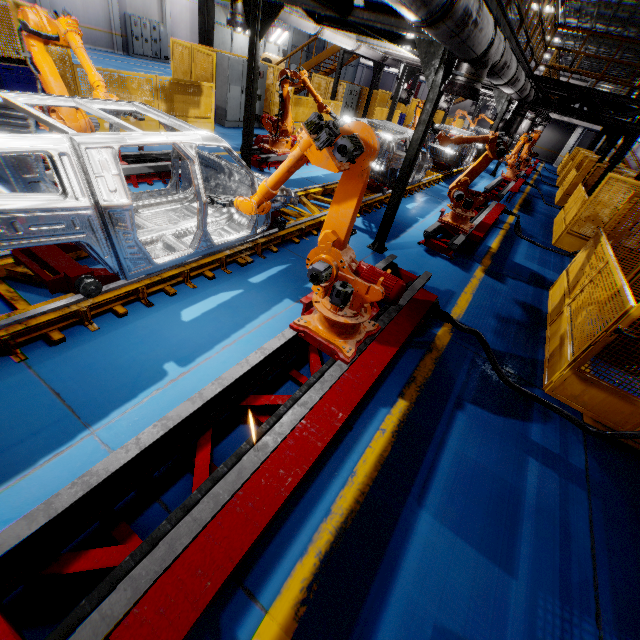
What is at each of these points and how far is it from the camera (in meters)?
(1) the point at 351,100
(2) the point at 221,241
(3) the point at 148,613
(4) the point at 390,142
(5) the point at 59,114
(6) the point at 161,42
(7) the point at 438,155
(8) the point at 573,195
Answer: (1) cabinet, 18.41
(2) chassis, 4.35
(3) metal platform, 1.50
(4) chassis, 7.57
(5) robot arm, 4.91
(6) cabinet, 23.50
(7) chassis, 15.24
(8) metal panel, 12.30

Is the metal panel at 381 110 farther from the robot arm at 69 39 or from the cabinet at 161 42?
the cabinet at 161 42

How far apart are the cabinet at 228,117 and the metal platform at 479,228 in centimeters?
913cm

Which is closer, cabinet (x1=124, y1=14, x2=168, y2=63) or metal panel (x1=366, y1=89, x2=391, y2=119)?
metal panel (x1=366, y1=89, x2=391, y2=119)

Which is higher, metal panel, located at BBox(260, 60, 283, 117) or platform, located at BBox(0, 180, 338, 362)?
metal panel, located at BBox(260, 60, 283, 117)

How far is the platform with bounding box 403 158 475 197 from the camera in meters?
11.2

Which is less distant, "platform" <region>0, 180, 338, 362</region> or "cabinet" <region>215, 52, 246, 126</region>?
"platform" <region>0, 180, 338, 362</region>

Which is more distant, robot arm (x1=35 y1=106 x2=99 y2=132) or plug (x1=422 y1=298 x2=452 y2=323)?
robot arm (x1=35 y1=106 x2=99 y2=132)
